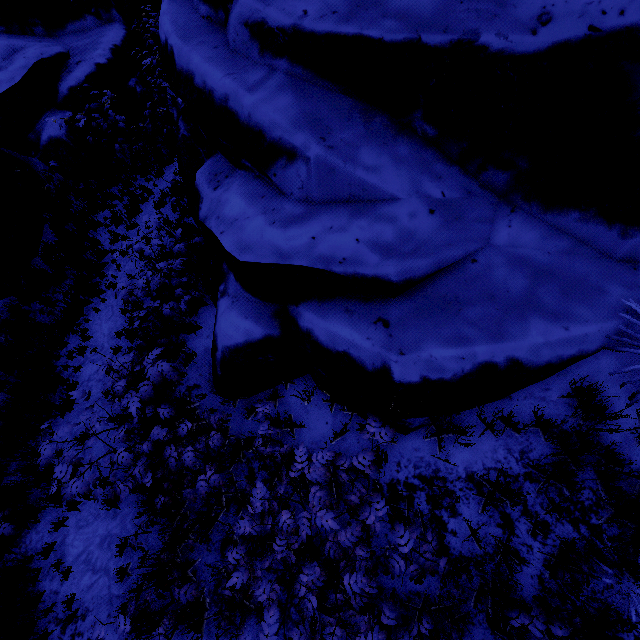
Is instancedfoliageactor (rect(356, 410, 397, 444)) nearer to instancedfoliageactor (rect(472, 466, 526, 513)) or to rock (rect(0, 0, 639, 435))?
rock (rect(0, 0, 639, 435))

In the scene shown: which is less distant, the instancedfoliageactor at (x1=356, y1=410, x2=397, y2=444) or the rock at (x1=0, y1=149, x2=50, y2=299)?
the instancedfoliageactor at (x1=356, y1=410, x2=397, y2=444)

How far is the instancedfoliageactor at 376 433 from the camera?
3.2m

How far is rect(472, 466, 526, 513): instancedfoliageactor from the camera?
3.1m

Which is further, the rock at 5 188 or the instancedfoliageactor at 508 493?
the rock at 5 188

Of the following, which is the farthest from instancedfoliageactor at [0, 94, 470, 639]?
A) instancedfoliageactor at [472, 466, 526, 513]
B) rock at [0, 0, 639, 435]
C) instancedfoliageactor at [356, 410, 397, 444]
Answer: instancedfoliageactor at [472, 466, 526, 513]

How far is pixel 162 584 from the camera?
3.00m
